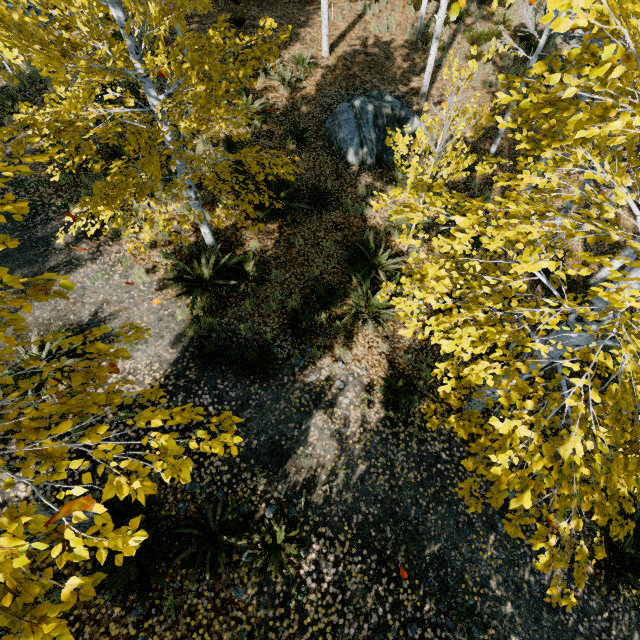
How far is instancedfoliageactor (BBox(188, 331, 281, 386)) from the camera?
5.8m

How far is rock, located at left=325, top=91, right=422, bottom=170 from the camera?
9.2m

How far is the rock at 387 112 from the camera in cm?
924

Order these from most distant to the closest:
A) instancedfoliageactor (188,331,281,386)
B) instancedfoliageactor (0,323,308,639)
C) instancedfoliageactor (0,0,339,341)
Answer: instancedfoliageactor (188,331,281,386)
instancedfoliageactor (0,0,339,341)
instancedfoliageactor (0,323,308,639)

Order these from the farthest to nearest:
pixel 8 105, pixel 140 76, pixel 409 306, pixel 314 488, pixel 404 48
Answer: pixel 404 48, pixel 8 105, pixel 409 306, pixel 314 488, pixel 140 76

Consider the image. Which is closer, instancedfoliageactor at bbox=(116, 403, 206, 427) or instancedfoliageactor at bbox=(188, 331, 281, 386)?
instancedfoliageactor at bbox=(116, 403, 206, 427)

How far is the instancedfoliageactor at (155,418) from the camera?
1.9 meters
